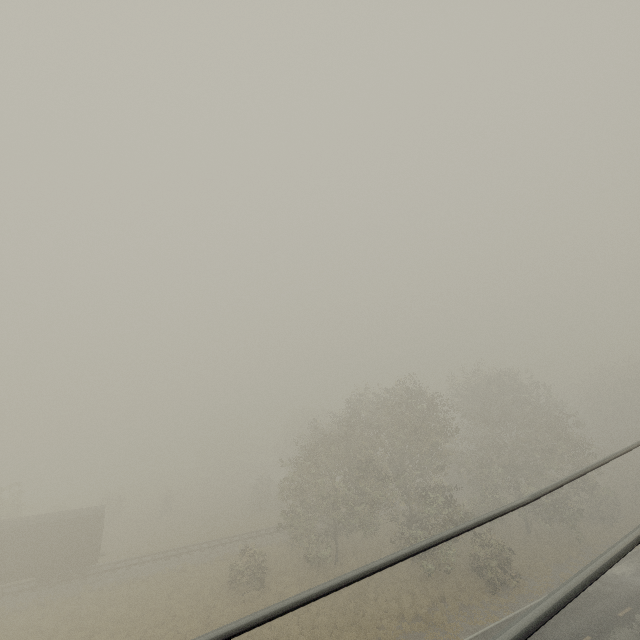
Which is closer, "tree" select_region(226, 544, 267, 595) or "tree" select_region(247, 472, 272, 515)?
"tree" select_region(226, 544, 267, 595)

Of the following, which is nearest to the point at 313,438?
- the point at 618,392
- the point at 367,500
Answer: the point at 367,500

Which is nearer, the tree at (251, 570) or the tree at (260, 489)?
the tree at (251, 570)

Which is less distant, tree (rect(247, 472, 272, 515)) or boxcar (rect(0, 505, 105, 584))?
boxcar (rect(0, 505, 105, 584))

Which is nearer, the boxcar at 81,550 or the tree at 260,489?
the boxcar at 81,550

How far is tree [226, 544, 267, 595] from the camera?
23.8 meters
